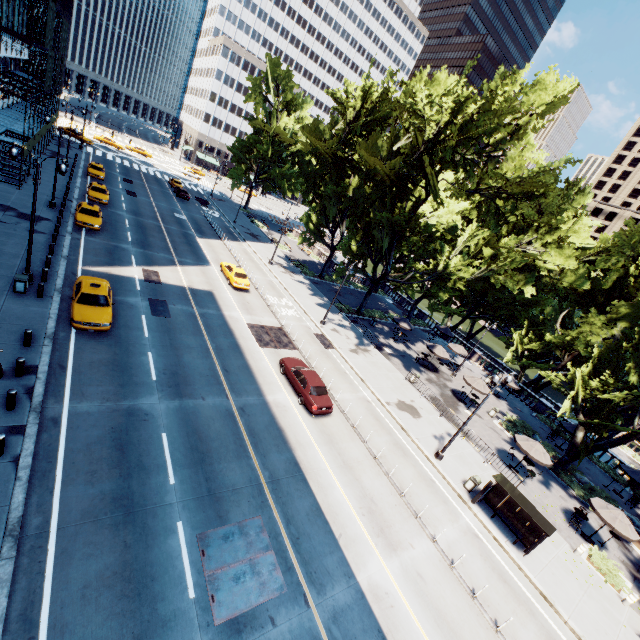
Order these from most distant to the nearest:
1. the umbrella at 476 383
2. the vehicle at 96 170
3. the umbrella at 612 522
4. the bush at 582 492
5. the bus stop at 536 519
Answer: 1. the vehicle at 96 170
2. the umbrella at 476 383
3. the bush at 582 492
4. the umbrella at 612 522
5. the bus stop at 536 519

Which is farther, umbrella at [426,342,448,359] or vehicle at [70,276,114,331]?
umbrella at [426,342,448,359]

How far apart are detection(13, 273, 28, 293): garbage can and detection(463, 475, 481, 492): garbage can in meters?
28.0 m

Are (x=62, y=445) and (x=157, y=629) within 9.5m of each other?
yes

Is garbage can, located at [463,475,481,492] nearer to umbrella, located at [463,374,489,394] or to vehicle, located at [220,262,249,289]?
umbrella, located at [463,374,489,394]

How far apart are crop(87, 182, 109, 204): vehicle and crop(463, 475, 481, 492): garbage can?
42.1m

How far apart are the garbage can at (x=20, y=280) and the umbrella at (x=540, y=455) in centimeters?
3321cm

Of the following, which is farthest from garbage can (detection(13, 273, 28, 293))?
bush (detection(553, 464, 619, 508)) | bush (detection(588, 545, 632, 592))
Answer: bush (detection(553, 464, 619, 508))
